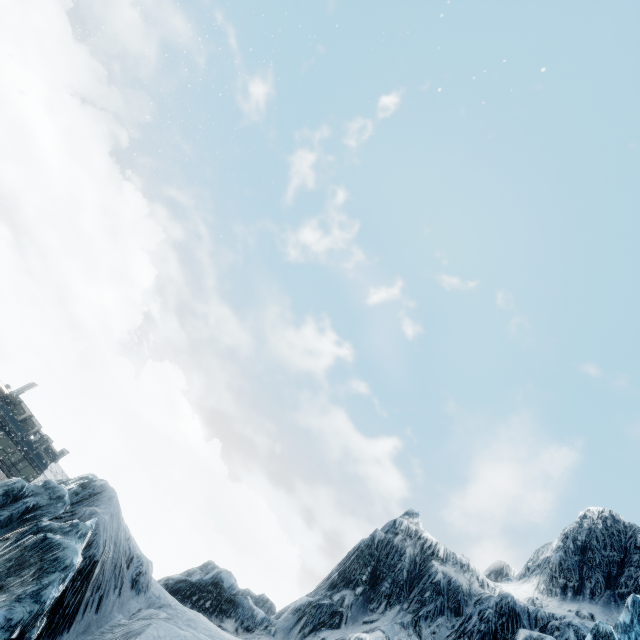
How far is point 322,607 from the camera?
17.1 meters
